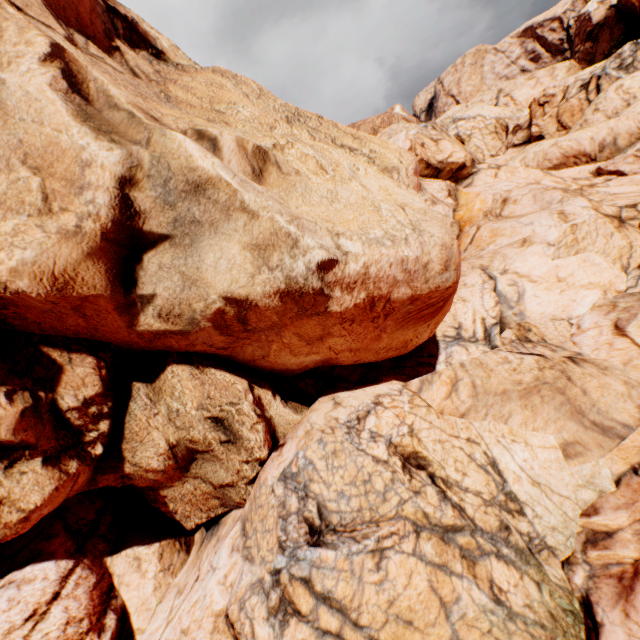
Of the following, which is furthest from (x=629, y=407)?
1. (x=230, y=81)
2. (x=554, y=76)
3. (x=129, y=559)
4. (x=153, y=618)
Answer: (x=554, y=76)
